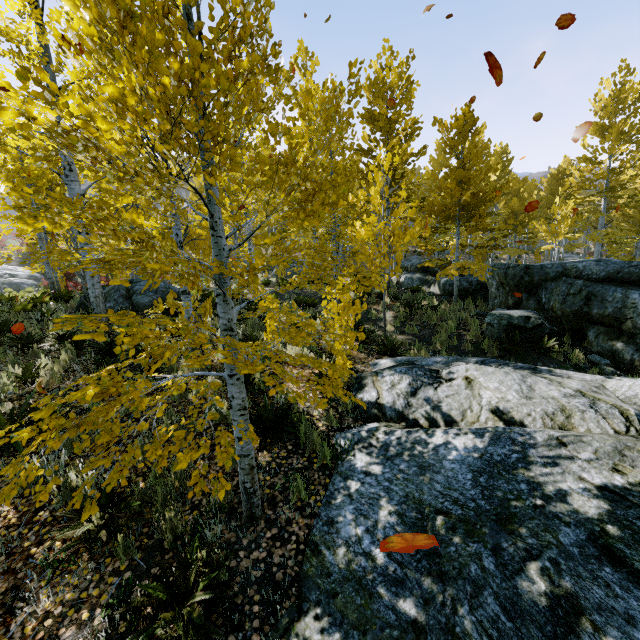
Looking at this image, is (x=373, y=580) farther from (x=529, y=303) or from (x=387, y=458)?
(x=529, y=303)

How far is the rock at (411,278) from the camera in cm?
1440

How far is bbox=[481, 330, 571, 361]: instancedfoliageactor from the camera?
8.5m

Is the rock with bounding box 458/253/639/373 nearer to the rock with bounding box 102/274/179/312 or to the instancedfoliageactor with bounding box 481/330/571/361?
the instancedfoliageactor with bounding box 481/330/571/361

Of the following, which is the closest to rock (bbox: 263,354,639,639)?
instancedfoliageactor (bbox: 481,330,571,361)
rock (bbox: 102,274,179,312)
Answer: instancedfoliageactor (bbox: 481,330,571,361)

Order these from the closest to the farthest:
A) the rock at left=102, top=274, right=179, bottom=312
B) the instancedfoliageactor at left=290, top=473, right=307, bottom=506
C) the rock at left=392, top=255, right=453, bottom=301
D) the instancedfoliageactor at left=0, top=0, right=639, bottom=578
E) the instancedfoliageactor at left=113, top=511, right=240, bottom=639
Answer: the instancedfoliageactor at left=0, top=0, right=639, bottom=578 → the instancedfoliageactor at left=113, top=511, right=240, bottom=639 → the instancedfoliageactor at left=290, top=473, right=307, bottom=506 → the rock at left=102, top=274, right=179, bottom=312 → the rock at left=392, top=255, right=453, bottom=301

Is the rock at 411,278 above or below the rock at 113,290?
below
